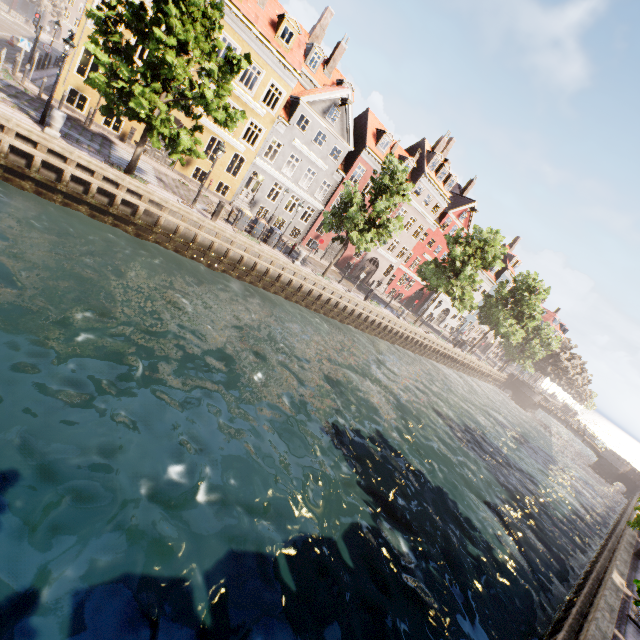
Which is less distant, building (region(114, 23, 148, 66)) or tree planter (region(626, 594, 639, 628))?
tree planter (region(626, 594, 639, 628))

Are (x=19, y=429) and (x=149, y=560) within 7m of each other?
yes

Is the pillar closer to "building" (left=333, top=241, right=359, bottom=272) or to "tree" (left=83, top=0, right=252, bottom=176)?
"tree" (left=83, top=0, right=252, bottom=176)

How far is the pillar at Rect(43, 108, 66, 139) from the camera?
13.33m

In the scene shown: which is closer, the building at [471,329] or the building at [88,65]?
the building at [88,65]

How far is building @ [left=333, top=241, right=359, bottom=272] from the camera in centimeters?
3522cm

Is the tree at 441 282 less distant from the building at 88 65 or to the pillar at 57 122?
the pillar at 57 122
